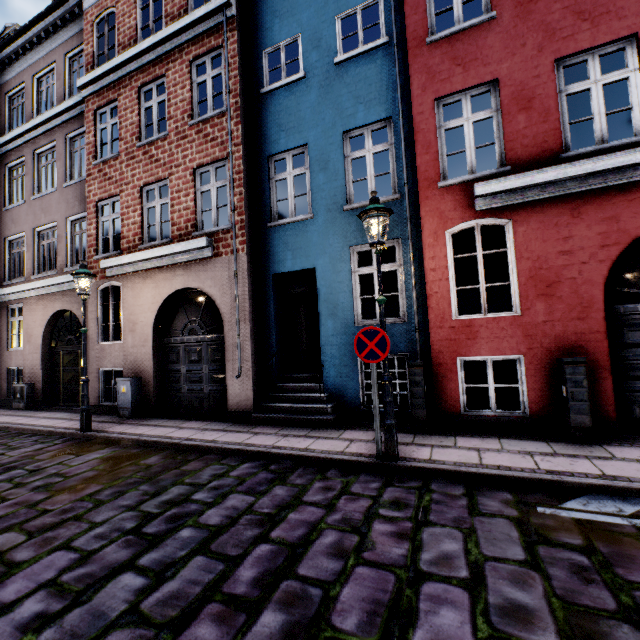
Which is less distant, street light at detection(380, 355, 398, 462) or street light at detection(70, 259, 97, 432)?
street light at detection(380, 355, 398, 462)

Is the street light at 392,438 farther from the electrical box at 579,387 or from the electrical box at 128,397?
the electrical box at 579,387

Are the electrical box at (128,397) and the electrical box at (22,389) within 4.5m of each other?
no

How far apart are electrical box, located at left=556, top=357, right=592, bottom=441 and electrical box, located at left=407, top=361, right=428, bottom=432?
2.1 meters

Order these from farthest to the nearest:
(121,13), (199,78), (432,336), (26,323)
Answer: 1. (26,323)
2. (121,13)
3. (199,78)
4. (432,336)

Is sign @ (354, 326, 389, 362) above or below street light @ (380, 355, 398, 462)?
above

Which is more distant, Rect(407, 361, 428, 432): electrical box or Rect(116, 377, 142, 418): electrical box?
Rect(116, 377, 142, 418): electrical box

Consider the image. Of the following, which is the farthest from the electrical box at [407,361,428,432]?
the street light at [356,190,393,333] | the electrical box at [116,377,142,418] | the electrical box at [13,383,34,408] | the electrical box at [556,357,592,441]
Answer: the electrical box at [13,383,34,408]
